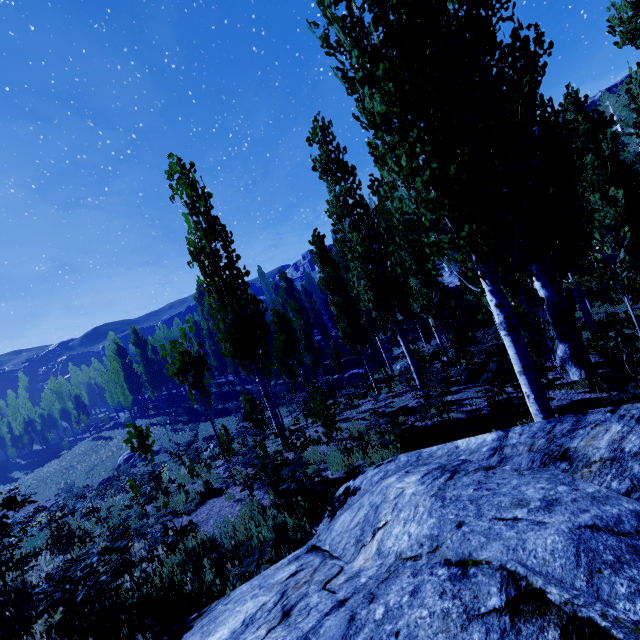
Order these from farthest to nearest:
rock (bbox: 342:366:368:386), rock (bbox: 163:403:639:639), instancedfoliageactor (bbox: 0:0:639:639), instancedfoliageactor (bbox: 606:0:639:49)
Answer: rock (bbox: 342:366:368:386)
instancedfoliageactor (bbox: 606:0:639:49)
instancedfoliageactor (bbox: 0:0:639:639)
rock (bbox: 163:403:639:639)

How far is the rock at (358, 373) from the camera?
27.9 meters

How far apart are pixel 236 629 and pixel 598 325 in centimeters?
1860cm

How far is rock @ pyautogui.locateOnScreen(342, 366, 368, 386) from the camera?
27.86m

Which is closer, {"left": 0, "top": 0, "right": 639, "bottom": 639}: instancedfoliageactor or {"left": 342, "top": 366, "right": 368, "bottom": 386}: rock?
{"left": 0, "top": 0, "right": 639, "bottom": 639}: instancedfoliageactor

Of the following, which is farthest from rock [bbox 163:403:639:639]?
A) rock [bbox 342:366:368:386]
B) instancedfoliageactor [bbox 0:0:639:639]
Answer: rock [bbox 342:366:368:386]

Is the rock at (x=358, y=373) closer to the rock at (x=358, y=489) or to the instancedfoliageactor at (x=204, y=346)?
the instancedfoliageactor at (x=204, y=346)
